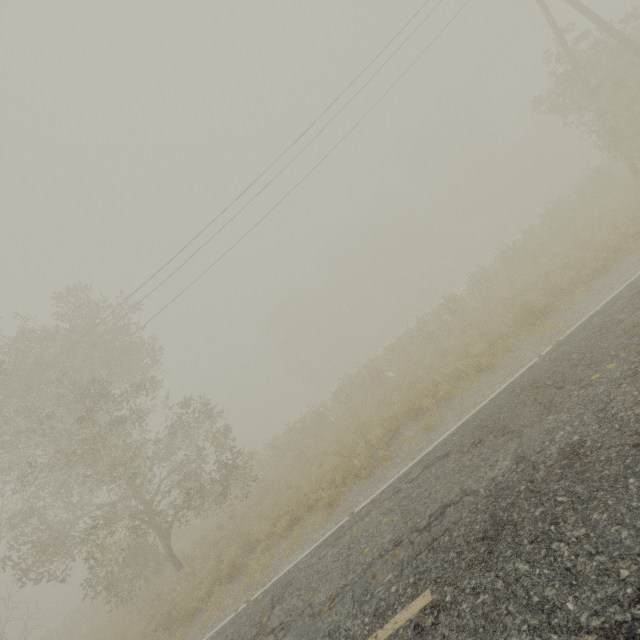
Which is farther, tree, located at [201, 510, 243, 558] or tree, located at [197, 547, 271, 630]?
tree, located at [201, 510, 243, 558]

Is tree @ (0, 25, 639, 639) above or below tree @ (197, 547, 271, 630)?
above

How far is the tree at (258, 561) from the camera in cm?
862

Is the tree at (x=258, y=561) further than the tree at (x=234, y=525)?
No

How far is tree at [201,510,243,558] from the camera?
12.7m

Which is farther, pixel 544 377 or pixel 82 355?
pixel 82 355
